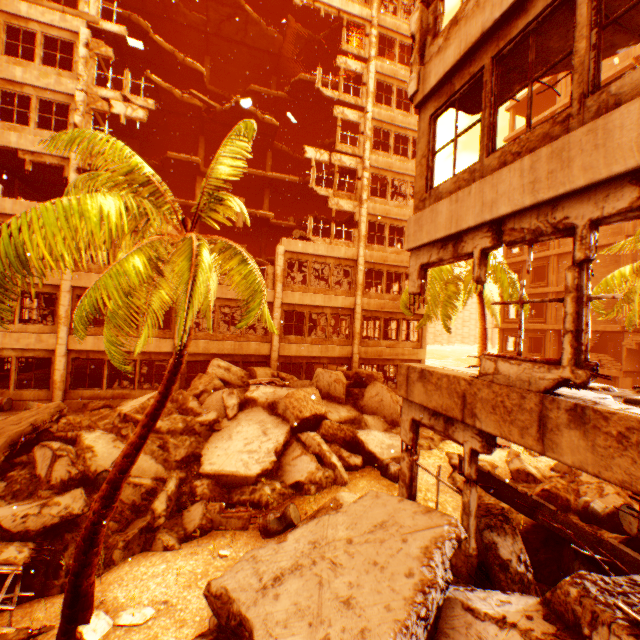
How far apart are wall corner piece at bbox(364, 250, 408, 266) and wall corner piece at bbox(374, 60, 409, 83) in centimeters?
1120cm

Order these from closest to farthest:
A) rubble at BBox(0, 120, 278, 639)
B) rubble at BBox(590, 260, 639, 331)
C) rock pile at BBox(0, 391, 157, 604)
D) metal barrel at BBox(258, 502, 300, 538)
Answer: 1. rubble at BBox(0, 120, 278, 639)
2. rock pile at BBox(0, 391, 157, 604)
3. metal barrel at BBox(258, 502, 300, 538)
4. rubble at BBox(590, 260, 639, 331)

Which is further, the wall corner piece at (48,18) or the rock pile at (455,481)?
the wall corner piece at (48,18)

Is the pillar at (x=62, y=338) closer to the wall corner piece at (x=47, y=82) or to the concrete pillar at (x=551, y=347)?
the wall corner piece at (x=47, y=82)

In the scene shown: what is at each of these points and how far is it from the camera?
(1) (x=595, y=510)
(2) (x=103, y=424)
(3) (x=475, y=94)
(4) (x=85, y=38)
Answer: (1) metal barrel, 6.35m
(2) rock pile, 11.76m
(3) floor rubble, 6.47m
(4) pillar, 15.21m

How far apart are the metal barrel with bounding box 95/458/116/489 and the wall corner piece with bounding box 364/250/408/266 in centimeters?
1551cm

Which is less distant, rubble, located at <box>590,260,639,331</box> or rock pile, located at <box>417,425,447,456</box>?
rock pile, located at <box>417,425,447,456</box>

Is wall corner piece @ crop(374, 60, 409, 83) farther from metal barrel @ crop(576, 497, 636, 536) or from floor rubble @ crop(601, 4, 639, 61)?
metal barrel @ crop(576, 497, 636, 536)
